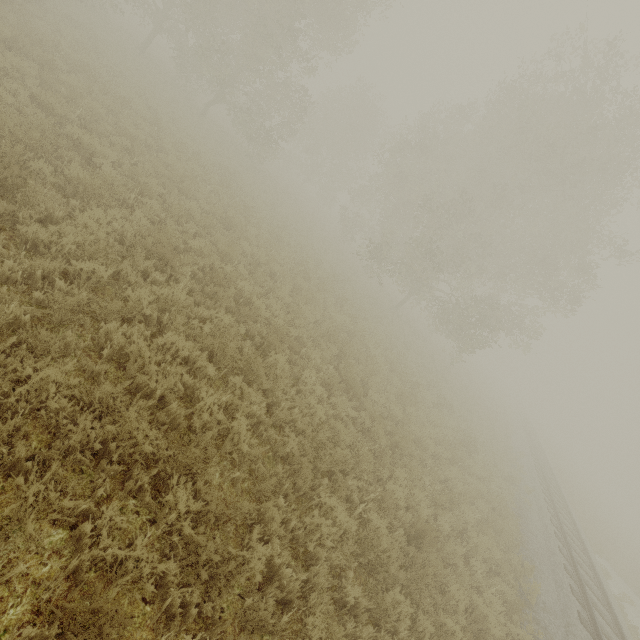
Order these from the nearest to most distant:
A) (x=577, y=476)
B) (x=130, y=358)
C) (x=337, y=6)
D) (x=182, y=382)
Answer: (x=130, y=358) → (x=182, y=382) → (x=337, y=6) → (x=577, y=476)
